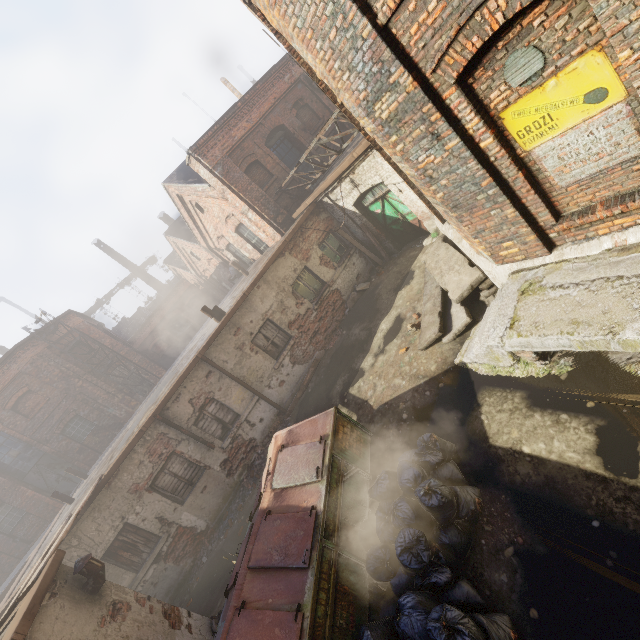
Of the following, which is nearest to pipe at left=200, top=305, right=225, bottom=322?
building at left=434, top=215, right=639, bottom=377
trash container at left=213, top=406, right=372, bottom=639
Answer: trash container at left=213, top=406, right=372, bottom=639

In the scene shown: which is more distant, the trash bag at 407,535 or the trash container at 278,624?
the trash container at 278,624

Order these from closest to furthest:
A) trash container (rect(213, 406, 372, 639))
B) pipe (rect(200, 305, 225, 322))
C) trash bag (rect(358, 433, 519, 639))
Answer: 1. trash bag (rect(358, 433, 519, 639))
2. trash container (rect(213, 406, 372, 639))
3. pipe (rect(200, 305, 225, 322))

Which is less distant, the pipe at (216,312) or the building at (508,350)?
the building at (508,350)

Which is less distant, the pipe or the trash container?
the trash container

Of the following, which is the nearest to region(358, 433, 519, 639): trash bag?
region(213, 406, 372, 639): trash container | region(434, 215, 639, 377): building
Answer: region(213, 406, 372, 639): trash container

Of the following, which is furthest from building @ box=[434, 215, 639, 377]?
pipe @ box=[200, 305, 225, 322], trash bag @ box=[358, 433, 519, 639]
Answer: pipe @ box=[200, 305, 225, 322]

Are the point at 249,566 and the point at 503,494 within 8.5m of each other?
yes
